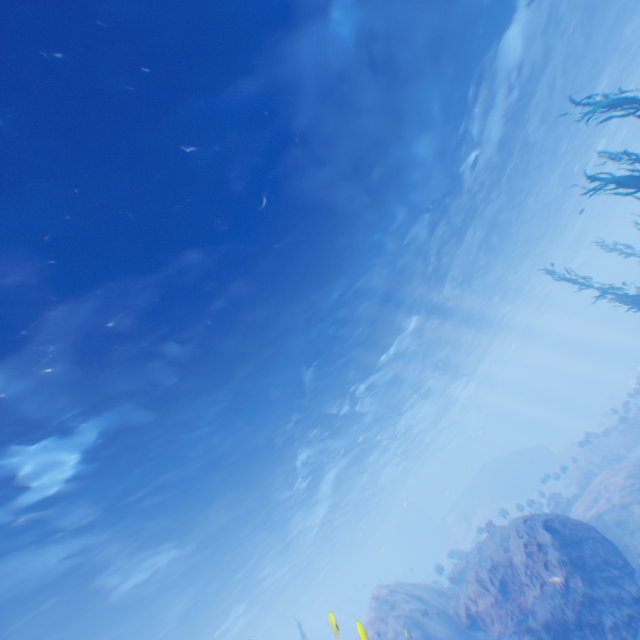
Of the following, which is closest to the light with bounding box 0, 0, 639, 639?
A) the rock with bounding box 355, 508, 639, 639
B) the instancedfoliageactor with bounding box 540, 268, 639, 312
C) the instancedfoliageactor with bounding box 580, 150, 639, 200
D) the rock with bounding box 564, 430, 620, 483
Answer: the rock with bounding box 355, 508, 639, 639

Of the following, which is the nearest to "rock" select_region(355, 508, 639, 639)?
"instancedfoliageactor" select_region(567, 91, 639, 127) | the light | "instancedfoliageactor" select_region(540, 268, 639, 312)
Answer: the light

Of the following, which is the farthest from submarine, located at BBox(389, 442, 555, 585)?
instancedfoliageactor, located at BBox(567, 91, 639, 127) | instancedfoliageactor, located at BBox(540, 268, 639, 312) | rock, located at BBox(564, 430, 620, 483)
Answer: instancedfoliageactor, located at BBox(567, 91, 639, 127)

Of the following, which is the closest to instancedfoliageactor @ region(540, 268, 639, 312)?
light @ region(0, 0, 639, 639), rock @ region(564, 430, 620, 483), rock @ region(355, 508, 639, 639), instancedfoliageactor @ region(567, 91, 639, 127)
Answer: rock @ region(355, 508, 639, 639)

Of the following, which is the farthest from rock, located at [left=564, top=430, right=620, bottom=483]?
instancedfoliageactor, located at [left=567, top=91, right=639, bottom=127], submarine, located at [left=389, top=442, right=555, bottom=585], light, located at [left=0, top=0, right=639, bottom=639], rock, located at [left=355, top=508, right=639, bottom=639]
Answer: instancedfoliageactor, located at [left=567, top=91, right=639, bottom=127]

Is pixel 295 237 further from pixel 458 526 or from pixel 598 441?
pixel 458 526

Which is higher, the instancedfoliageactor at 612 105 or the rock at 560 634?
the instancedfoliageactor at 612 105

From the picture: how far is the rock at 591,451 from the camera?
21.8m
